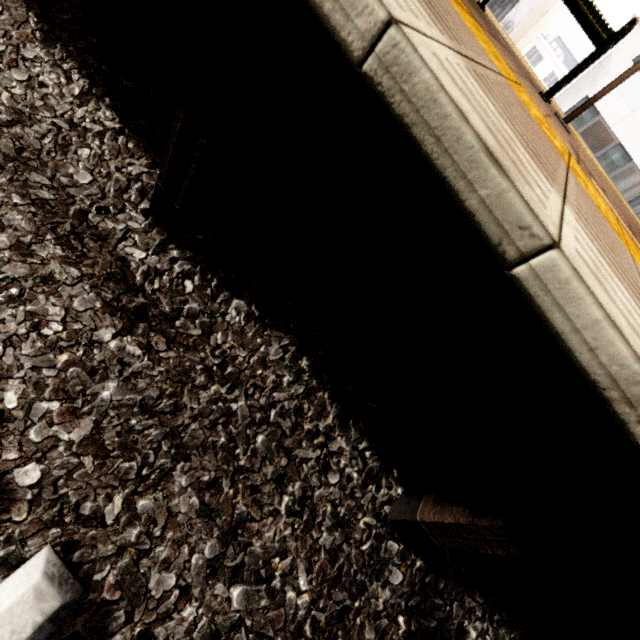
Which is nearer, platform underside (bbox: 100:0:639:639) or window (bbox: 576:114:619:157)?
platform underside (bbox: 100:0:639:639)

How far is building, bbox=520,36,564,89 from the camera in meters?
41.6 m

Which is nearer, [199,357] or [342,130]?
[342,130]

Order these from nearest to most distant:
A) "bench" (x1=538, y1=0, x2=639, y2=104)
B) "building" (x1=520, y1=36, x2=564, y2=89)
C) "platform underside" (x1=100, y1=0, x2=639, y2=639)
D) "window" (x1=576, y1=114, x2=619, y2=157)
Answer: "platform underside" (x1=100, y1=0, x2=639, y2=639) < "bench" (x1=538, y1=0, x2=639, y2=104) < "window" (x1=576, y1=114, x2=619, y2=157) < "building" (x1=520, y1=36, x2=564, y2=89)

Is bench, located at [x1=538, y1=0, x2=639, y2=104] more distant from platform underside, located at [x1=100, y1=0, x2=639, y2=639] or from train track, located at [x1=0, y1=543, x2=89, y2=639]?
train track, located at [x1=0, y1=543, x2=89, y2=639]

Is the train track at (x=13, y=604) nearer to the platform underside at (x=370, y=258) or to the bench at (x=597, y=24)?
the platform underside at (x=370, y=258)

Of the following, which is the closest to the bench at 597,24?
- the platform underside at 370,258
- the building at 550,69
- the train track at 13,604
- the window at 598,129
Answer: the platform underside at 370,258

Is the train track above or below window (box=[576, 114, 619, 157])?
below
